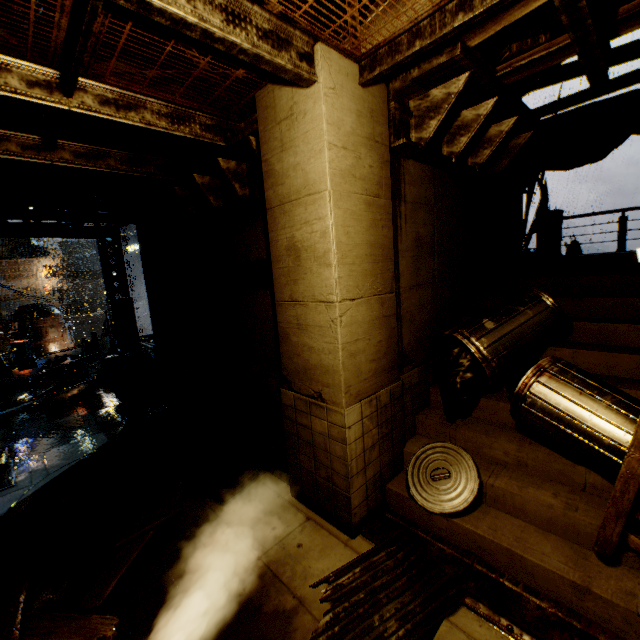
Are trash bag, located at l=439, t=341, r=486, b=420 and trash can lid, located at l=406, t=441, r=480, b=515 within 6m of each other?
yes

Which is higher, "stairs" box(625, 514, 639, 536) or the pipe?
the pipe

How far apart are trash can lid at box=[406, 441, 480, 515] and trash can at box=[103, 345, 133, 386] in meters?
10.8

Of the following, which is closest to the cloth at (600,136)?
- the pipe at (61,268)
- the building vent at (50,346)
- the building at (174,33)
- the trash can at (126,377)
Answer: the building at (174,33)

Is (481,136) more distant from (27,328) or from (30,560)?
(27,328)

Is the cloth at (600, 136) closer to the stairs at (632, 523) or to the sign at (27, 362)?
the stairs at (632, 523)

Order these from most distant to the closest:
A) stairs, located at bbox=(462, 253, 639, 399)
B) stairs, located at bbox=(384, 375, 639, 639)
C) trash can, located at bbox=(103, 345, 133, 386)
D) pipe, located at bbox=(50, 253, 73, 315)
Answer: pipe, located at bbox=(50, 253, 73, 315) → trash can, located at bbox=(103, 345, 133, 386) → stairs, located at bbox=(462, 253, 639, 399) → stairs, located at bbox=(384, 375, 639, 639)

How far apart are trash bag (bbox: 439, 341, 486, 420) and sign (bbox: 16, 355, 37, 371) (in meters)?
25.69
